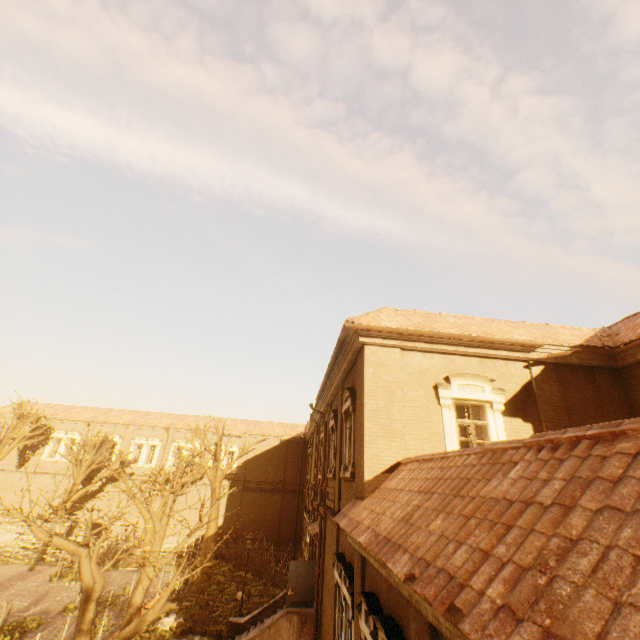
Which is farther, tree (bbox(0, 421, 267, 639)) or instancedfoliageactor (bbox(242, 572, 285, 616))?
instancedfoliageactor (bbox(242, 572, 285, 616))

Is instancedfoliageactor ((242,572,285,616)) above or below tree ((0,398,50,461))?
below

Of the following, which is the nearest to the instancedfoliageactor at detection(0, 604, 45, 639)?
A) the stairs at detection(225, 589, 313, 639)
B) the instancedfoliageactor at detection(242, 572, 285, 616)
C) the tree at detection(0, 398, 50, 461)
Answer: the tree at detection(0, 398, 50, 461)

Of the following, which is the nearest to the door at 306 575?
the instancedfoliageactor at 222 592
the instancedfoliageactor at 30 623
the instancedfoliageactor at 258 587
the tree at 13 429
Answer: the instancedfoliageactor at 222 592

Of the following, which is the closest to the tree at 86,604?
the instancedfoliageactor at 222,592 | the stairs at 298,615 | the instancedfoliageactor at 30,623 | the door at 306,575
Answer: the instancedfoliageactor at 222,592

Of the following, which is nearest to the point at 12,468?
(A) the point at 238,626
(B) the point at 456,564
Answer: (A) the point at 238,626

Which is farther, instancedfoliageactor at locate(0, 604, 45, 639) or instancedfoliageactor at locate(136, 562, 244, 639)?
instancedfoliageactor at locate(136, 562, 244, 639)

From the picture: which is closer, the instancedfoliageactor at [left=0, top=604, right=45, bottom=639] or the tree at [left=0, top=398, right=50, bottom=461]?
the instancedfoliageactor at [left=0, top=604, right=45, bottom=639]
